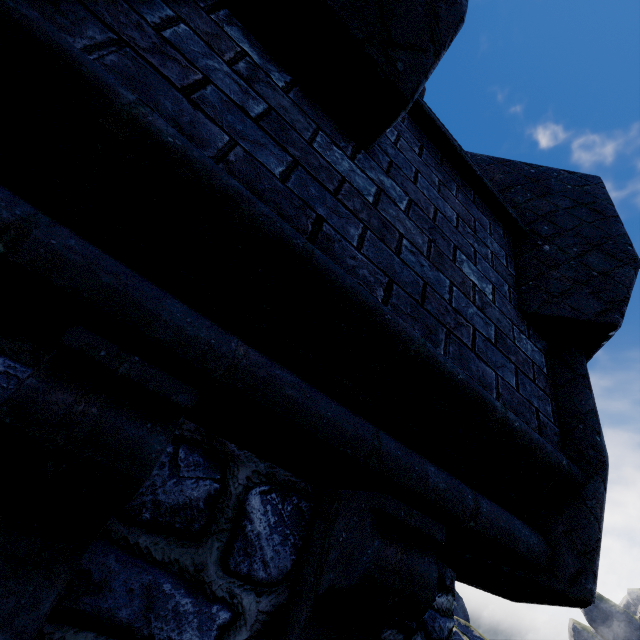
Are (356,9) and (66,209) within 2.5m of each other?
yes
